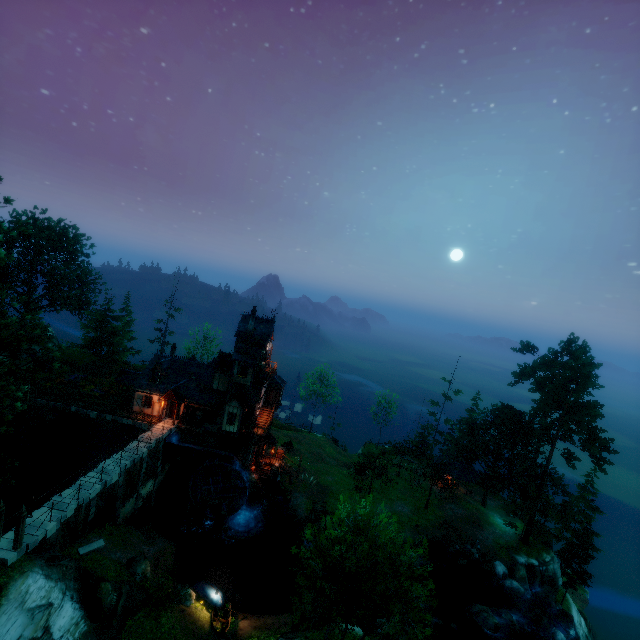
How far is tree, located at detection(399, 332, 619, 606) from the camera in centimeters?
3722cm

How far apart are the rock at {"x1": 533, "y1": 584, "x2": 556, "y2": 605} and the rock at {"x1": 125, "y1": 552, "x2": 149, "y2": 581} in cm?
4052

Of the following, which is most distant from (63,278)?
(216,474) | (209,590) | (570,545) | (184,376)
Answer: (570,545)

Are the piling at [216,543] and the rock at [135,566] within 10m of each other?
yes

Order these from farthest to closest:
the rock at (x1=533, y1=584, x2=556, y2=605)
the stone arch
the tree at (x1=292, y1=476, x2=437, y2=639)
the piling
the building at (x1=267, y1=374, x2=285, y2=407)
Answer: the building at (x1=267, y1=374, x2=285, y2=407)
the stone arch
the rock at (x1=533, y1=584, x2=556, y2=605)
the piling
the tree at (x1=292, y1=476, x2=437, y2=639)

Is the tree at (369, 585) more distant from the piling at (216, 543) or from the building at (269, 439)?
the piling at (216, 543)

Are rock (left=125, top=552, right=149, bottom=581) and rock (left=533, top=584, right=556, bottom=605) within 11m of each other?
no

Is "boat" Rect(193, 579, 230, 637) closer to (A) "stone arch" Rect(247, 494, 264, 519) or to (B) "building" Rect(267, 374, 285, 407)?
(A) "stone arch" Rect(247, 494, 264, 519)
